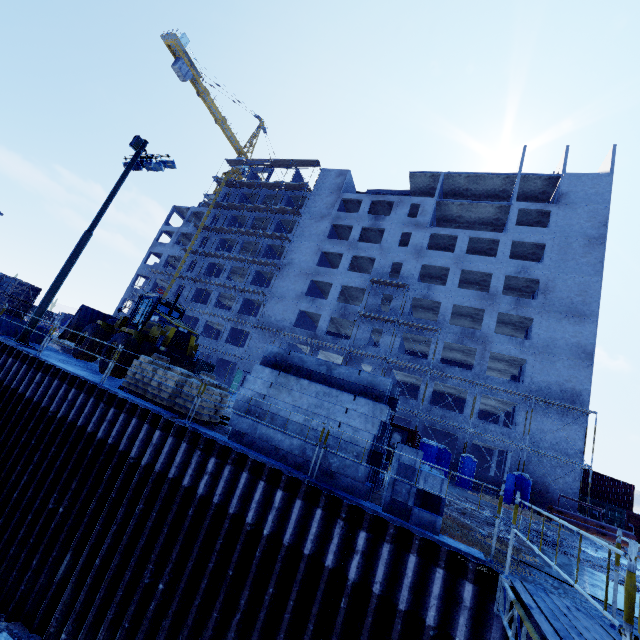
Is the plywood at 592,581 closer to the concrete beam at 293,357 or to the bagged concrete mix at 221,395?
the concrete beam at 293,357

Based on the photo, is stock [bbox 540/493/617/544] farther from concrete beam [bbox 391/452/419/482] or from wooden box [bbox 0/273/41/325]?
wooden box [bbox 0/273/41/325]

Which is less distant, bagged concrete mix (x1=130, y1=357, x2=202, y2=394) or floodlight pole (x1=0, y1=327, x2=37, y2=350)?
bagged concrete mix (x1=130, y1=357, x2=202, y2=394)

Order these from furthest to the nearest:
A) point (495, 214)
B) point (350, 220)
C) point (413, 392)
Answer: point (350, 220) < point (413, 392) < point (495, 214)

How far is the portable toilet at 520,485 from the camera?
22.2m

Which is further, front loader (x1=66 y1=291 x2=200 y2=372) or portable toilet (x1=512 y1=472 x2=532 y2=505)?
portable toilet (x1=512 y1=472 x2=532 y2=505)

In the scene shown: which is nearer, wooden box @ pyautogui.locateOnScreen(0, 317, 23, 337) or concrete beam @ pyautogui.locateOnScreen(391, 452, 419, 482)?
concrete beam @ pyautogui.locateOnScreen(391, 452, 419, 482)

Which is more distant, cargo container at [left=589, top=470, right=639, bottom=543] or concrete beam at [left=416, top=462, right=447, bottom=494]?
cargo container at [left=589, top=470, right=639, bottom=543]
